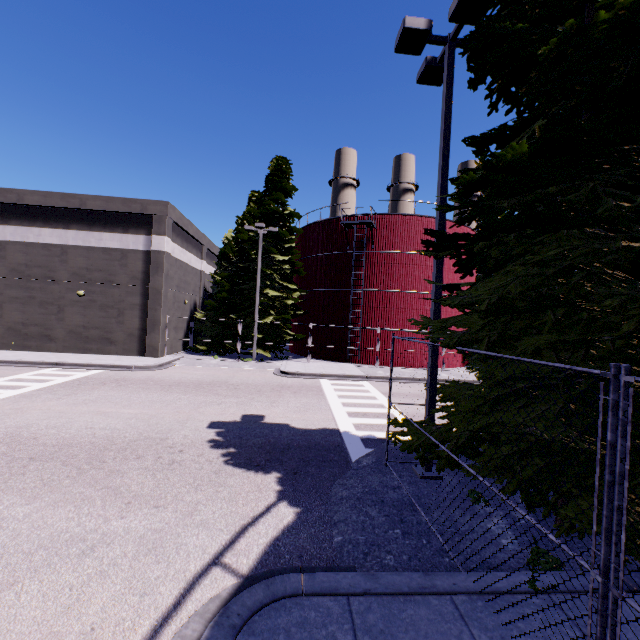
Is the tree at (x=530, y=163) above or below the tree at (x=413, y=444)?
above

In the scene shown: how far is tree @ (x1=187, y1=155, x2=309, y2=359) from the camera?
25.55m

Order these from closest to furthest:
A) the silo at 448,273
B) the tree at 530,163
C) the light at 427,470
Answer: the tree at 530,163, the light at 427,470, the silo at 448,273

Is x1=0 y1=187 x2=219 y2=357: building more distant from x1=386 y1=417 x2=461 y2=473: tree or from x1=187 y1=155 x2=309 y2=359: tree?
x1=187 y1=155 x2=309 y2=359: tree

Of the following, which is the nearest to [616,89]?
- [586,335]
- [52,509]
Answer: [586,335]

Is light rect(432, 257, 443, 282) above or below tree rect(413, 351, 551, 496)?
above

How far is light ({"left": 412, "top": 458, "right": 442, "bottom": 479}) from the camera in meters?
7.1 m

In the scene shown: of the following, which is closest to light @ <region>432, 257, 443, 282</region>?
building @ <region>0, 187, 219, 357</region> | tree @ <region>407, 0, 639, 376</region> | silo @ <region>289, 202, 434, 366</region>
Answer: tree @ <region>407, 0, 639, 376</region>
